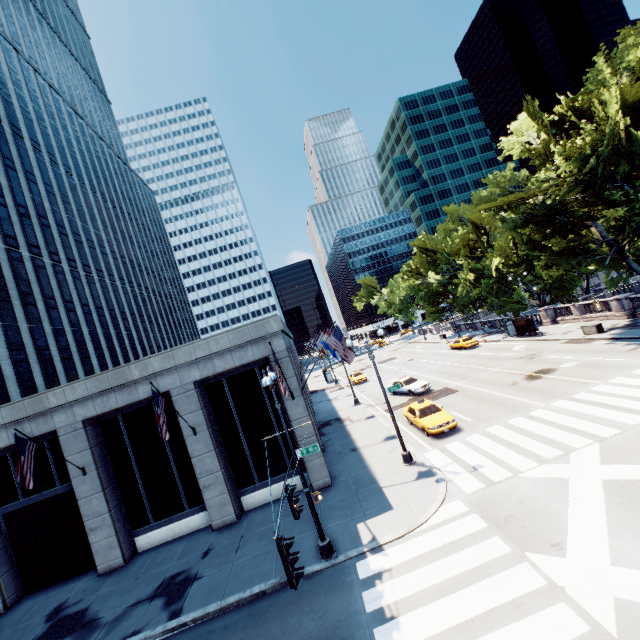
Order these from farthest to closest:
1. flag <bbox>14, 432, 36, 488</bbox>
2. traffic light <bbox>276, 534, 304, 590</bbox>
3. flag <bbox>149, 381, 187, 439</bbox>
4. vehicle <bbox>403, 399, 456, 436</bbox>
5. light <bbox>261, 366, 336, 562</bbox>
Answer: vehicle <bbox>403, 399, 456, 436</bbox> < flag <bbox>149, 381, 187, 439</bbox> < flag <bbox>14, 432, 36, 488</bbox> < light <bbox>261, 366, 336, 562</bbox> < traffic light <bbox>276, 534, 304, 590</bbox>

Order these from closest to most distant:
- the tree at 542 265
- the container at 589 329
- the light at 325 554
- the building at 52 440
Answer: the light at 325 554 < the building at 52 440 < the tree at 542 265 < the container at 589 329

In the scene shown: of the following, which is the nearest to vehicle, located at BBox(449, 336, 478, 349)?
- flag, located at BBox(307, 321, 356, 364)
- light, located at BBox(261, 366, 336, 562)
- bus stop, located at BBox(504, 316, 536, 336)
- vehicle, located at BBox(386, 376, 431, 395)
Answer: bus stop, located at BBox(504, 316, 536, 336)

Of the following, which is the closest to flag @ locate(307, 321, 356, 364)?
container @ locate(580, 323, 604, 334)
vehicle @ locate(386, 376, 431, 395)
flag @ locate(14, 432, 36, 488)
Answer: vehicle @ locate(386, 376, 431, 395)

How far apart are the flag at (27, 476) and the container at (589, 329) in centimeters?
3917cm

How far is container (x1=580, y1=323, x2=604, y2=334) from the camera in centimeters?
2842cm

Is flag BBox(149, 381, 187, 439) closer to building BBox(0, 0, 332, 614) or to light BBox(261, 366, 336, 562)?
building BBox(0, 0, 332, 614)

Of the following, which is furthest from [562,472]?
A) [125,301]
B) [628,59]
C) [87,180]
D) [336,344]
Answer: [87,180]
